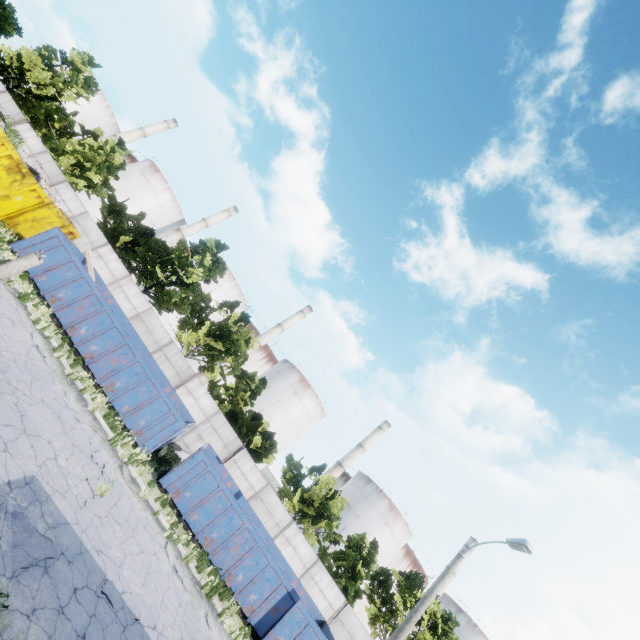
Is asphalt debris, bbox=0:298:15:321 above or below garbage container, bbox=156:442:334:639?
below

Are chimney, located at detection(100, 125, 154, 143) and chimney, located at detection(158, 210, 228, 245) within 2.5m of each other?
no

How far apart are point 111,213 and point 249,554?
28.5 meters

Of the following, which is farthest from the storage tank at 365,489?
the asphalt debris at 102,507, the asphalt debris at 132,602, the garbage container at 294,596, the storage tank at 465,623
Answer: the asphalt debris at 132,602

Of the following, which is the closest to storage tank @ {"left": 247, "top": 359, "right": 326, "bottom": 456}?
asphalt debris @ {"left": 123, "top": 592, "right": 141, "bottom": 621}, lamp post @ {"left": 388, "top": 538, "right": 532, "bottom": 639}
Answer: lamp post @ {"left": 388, "top": 538, "right": 532, "bottom": 639}

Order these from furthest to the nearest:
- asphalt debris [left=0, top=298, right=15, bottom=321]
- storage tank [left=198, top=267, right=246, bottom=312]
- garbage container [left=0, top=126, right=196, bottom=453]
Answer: storage tank [left=198, top=267, right=246, bottom=312], garbage container [left=0, top=126, right=196, bottom=453], asphalt debris [left=0, top=298, right=15, bottom=321]

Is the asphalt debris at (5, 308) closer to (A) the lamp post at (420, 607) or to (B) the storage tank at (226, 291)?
(A) the lamp post at (420, 607)

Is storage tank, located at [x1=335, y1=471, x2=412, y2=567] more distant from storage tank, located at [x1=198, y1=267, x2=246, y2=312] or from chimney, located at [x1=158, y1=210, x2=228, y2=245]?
chimney, located at [x1=158, y1=210, x2=228, y2=245]
